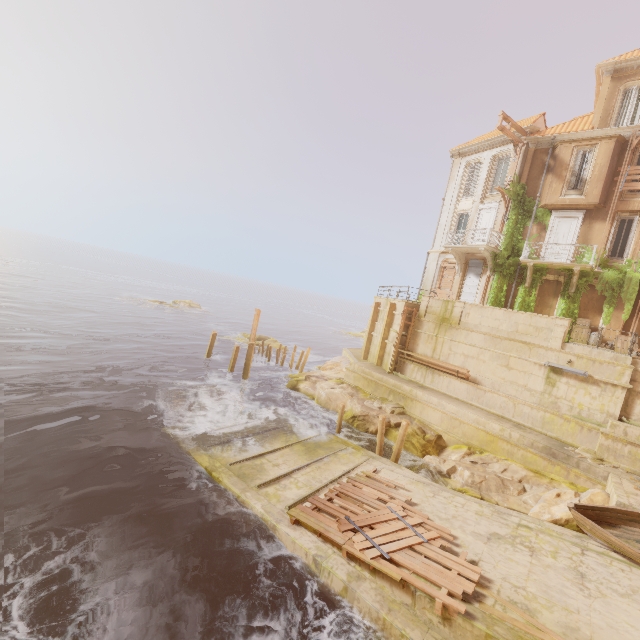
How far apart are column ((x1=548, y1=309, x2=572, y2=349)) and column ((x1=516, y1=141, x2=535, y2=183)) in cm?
1058

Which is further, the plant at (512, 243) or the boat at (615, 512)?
the plant at (512, 243)

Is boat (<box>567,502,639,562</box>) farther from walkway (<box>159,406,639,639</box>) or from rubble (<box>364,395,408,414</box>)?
rubble (<box>364,395,408,414</box>)

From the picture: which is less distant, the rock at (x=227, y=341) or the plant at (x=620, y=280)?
the plant at (x=620, y=280)

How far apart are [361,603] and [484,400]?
13.08m

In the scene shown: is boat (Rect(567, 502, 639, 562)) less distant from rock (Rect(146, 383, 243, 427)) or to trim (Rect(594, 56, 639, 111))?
rock (Rect(146, 383, 243, 427))

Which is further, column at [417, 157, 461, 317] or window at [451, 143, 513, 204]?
window at [451, 143, 513, 204]

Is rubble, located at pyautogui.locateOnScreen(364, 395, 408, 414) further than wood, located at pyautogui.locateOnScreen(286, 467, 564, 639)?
Yes
